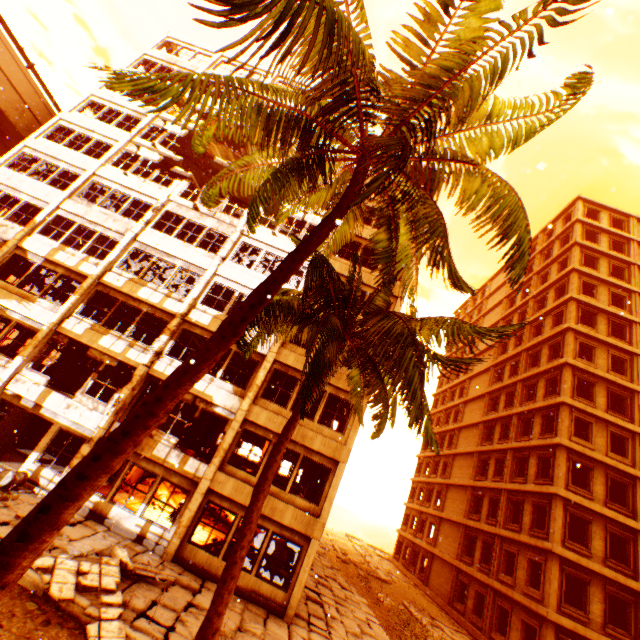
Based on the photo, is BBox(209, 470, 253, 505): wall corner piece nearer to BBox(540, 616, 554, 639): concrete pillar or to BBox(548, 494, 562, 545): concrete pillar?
BBox(548, 494, 562, 545): concrete pillar

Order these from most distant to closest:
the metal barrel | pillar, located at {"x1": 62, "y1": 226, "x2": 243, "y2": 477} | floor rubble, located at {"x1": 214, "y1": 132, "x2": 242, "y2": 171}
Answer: floor rubble, located at {"x1": 214, "y1": 132, "x2": 242, "y2": 171}
pillar, located at {"x1": 62, "y1": 226, "x2": 243, "y2": 477}
the metal barrel

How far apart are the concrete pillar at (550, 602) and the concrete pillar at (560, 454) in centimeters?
350cm

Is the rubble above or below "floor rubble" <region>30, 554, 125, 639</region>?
above

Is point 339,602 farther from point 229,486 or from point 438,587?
point 438,587

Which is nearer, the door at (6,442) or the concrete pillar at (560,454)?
the door at (6,442)

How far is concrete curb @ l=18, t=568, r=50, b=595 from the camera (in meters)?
7.43

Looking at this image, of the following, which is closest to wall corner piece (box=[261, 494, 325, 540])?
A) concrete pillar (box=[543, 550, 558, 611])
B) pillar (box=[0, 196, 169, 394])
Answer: pillar (box=[0, 196, 169, 394])
